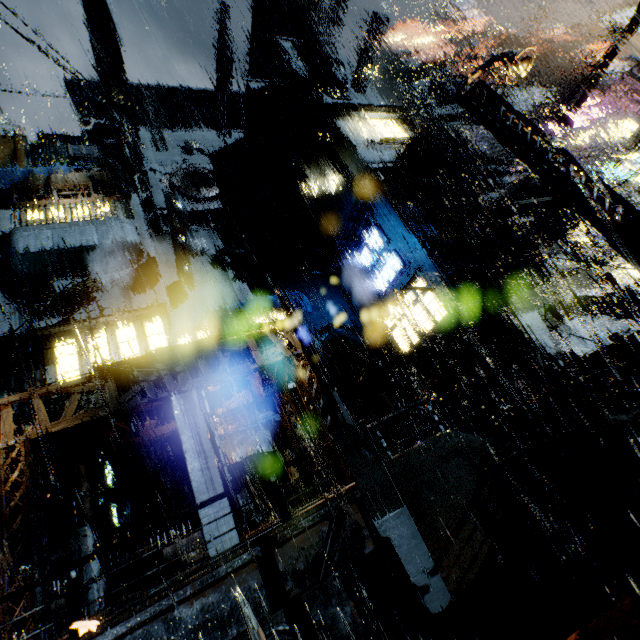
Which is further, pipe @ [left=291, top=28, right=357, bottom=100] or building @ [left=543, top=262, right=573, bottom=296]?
pipe @ [left=291, top=28, right=357, bottom=100]

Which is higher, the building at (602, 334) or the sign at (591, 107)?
the sign at (591, 107)

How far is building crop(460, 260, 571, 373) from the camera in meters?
15.6 m

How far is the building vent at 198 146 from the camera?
32.0m

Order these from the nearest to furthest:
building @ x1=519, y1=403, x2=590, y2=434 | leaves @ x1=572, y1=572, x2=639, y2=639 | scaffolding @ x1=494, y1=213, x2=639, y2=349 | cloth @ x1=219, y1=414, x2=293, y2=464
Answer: leaves @ x1=572, y1=572, x2=639, y2=639 < building @ x1=519, y1=403, x2=590, y2=434 < scaffolding @ x1=494, y1=213, x2=639, y2=349 < cloth @ x1=219, y1=414, x2=293, y2=464

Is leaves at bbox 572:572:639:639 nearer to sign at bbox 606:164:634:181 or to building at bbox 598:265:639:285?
building at bbox 598:265:639:285

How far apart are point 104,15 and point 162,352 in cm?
1806

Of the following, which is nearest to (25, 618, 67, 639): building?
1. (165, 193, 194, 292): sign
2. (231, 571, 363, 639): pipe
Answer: (165, 193, 194, 292): sign
